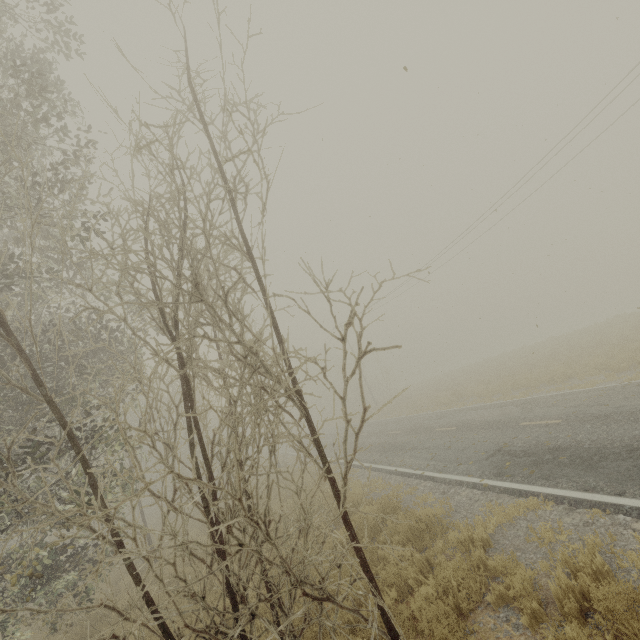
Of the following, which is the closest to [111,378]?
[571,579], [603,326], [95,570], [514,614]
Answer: [95,570]
